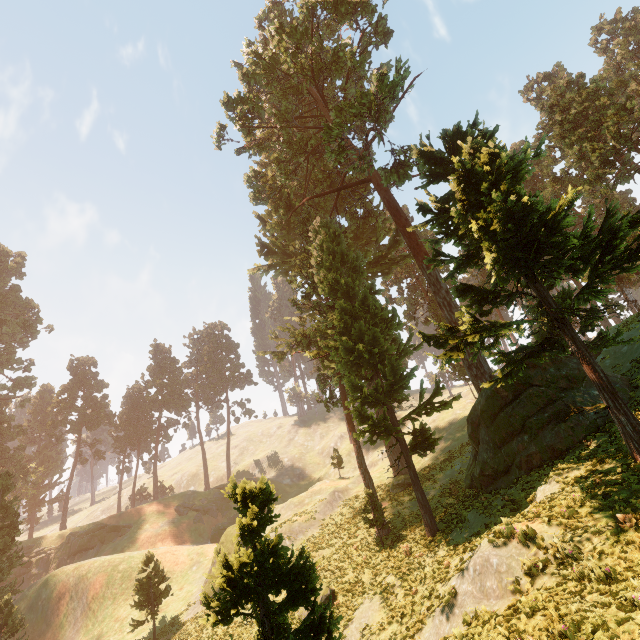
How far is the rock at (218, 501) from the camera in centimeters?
5028cm

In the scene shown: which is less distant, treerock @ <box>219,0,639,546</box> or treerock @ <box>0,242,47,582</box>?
treerock @ <box>219,0,639,546</box>

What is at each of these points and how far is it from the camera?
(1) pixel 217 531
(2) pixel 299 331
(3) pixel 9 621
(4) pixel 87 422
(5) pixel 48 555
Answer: (1) rock, 46.6 meters
(2) treerock, 32.3 meters
(3) treerock, 23.8 meters
(4) treerock, 59.1 meters
(5) rock, 45.8 meters

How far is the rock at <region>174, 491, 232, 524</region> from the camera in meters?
50.3

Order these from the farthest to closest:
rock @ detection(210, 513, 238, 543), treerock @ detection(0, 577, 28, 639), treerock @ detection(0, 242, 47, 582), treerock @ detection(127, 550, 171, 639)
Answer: rock @ detection(210, 513, 238, 543) < treerock @ detection(0, 242, 47, 582) < treerock @ detection(127, 550, 171, 639) < treerock @ detection(0, 577, 28, 639)

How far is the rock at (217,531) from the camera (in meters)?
46.22

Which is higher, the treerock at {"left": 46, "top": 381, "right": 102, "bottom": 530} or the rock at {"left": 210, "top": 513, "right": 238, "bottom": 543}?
the treerock at {"left": 46, "top": 381, "right": 102, "bottom": 530}
